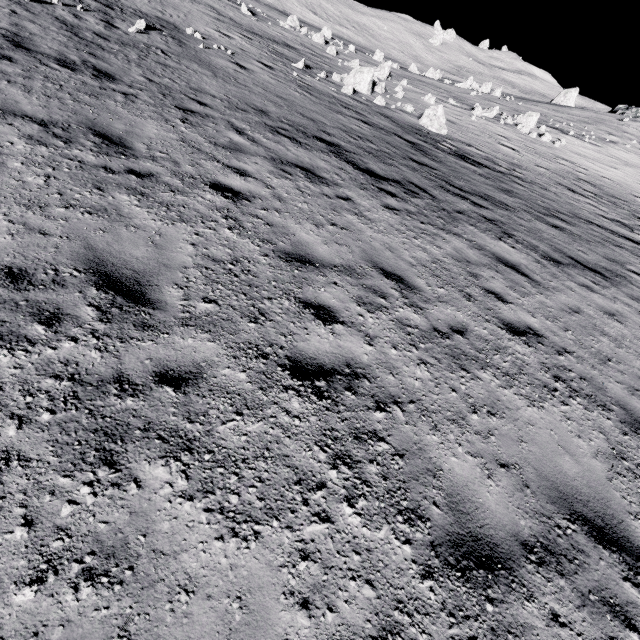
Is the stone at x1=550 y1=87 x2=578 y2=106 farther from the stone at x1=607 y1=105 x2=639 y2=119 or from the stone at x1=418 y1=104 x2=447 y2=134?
the stone at x1=418 y1=104 x2=447 y2=134

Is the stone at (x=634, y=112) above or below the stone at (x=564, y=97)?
above

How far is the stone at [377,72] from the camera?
20.14m

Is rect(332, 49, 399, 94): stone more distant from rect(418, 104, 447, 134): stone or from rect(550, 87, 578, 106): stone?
rect(550, 87, 578, 106): stone

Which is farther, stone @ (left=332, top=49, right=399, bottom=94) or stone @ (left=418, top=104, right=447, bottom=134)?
stone @ (left=332, top=49, right=399, bottom=94)

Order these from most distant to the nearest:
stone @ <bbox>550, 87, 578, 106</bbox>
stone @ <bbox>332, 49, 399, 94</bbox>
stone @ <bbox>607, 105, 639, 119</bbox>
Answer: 1. stone @ <bbox>550, 87, 578, 106</bbox>
2. stone @ <bbox>607, 105, 639, 119</bbox>
3. stone @ <bbox>332, 49, 399, 94</bbox>

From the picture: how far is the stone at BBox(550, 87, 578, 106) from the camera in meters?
53.0

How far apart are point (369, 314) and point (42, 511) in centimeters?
382cm
